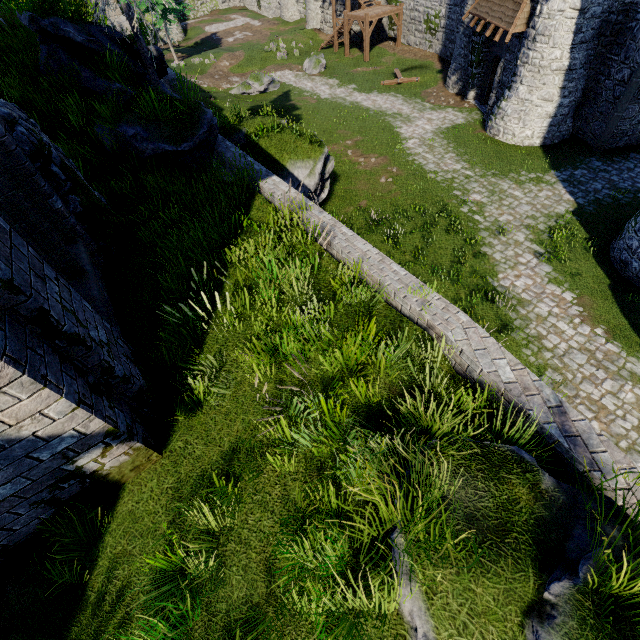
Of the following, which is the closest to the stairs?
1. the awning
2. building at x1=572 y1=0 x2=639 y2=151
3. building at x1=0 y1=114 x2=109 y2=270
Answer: building at x1=572 y1=0 x2=639 y2=151

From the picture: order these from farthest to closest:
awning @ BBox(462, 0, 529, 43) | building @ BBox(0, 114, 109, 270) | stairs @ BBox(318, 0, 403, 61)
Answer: stairs @ BBox(318, 0, 403, 61), awning @ BBox(462, 0, 529, 43), building @ BBox(0, 114, 109, 270)

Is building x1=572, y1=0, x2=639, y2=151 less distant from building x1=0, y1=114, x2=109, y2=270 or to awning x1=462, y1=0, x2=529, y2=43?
awning x1=462, y1=0, x2=529, y2=43

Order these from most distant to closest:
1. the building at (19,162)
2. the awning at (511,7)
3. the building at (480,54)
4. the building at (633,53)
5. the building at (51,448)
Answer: the building at (480,54), the awning at (511,7), the building at (633,53), the building at (19,162), the building at (51,448)

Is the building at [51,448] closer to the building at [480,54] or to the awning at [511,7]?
the building at [480,54]

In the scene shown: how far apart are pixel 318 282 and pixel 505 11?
21.0 meters

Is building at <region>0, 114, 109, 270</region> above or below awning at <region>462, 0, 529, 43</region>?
above
